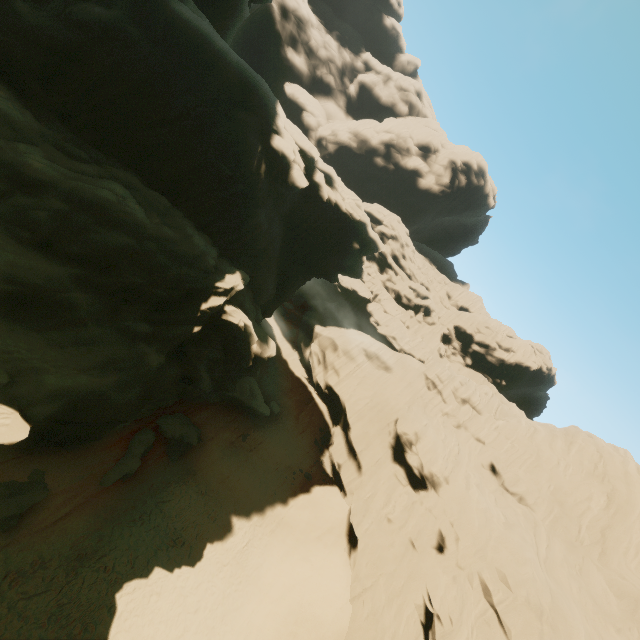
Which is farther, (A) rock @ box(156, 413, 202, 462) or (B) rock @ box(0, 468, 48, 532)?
(A) rock @ box(156, 413, 202, 462)

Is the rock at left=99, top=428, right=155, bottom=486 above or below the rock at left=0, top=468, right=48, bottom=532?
above

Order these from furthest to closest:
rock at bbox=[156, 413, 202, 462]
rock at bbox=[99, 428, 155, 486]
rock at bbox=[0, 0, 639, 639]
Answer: rock at bbox=[156, 413, 202, 462], rock at bbox=[99, 428, 155, 486], rock at bbox=[0, 0, 639, 639]

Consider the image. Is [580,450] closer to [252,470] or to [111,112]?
[252,470]

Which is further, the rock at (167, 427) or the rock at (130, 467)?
the rock at (167, 427)
